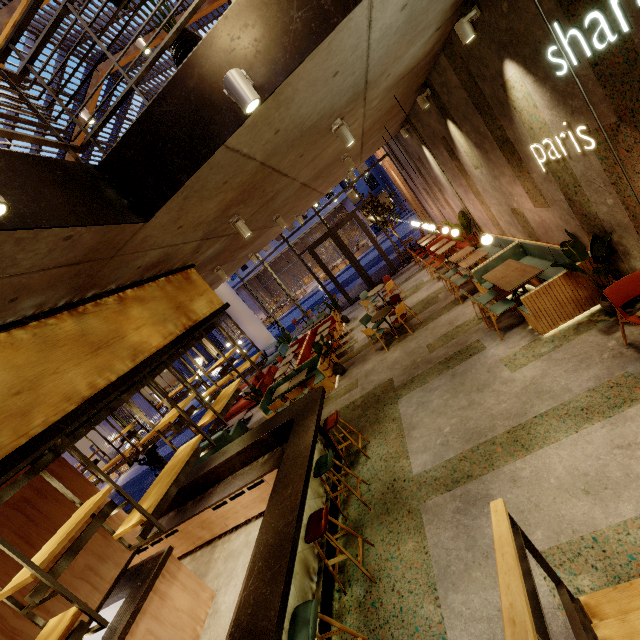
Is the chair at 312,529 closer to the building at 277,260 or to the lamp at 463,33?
the lamp at 463,33

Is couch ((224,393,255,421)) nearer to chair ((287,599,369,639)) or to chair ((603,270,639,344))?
chair ((287,599,369,639))

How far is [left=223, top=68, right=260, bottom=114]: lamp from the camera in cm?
224

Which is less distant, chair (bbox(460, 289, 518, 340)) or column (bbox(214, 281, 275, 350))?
chair (bbox(460, 289, 518, 340))

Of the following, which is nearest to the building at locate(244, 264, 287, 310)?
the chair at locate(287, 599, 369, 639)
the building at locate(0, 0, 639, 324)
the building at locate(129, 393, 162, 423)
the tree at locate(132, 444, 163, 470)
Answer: the building at locate(129, 393, 162, 423)

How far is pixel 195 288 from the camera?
5.47m

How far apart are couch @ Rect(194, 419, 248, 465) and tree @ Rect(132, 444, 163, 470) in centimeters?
55cm

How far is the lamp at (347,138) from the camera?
4.3 meters
